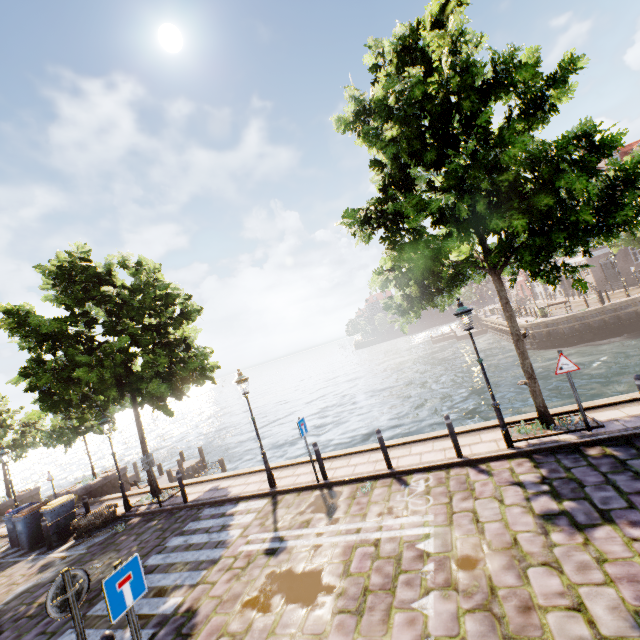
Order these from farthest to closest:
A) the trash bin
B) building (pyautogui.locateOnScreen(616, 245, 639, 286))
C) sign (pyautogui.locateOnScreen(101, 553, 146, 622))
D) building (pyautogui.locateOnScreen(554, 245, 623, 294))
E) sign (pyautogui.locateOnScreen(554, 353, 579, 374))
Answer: building (pyautogui.locateOnScreen(554, 245, 623, 294))
building (pyautogui.locateOnScreen(616, 245, 639, 286))
the trash bin
sign (pyautogui.locateOnScreen(554, 353, 579, 374))
sign (pyautogui.locateOnScreen(101, 553, 146, 622))

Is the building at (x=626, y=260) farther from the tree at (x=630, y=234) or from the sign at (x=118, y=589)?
the sign at (x=118, y=589)

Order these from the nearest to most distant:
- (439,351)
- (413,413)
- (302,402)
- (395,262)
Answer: (395,262), (413,413), (302,402), (439,351)

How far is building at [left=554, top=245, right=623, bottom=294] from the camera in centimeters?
3312cm

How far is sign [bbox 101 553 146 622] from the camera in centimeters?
384cm

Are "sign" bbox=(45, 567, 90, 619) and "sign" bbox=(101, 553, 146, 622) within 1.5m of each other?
yes

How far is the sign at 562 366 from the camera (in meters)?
7.54

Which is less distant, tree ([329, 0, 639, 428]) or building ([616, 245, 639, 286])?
tree ([329, 0, 639, 428])
